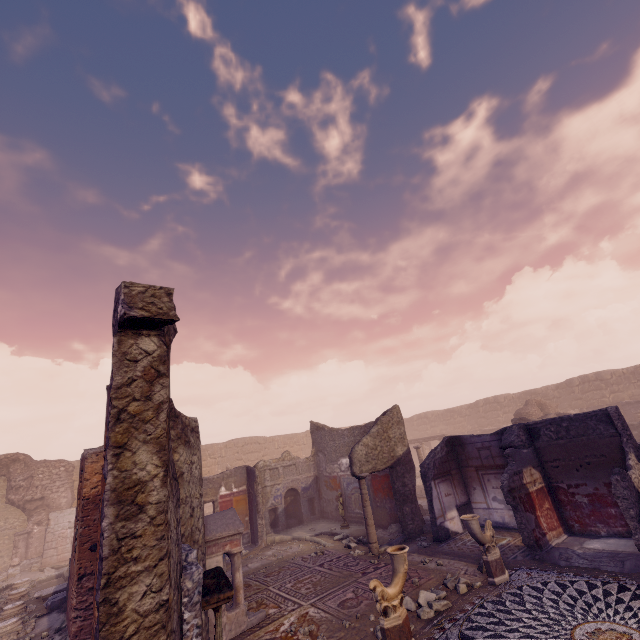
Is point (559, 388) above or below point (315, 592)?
above

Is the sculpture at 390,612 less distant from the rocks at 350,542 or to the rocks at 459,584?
the rocks at 459,584

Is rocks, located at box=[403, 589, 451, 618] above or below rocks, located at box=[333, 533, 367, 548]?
below

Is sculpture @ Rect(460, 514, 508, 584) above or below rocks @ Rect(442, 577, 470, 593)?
Result: above

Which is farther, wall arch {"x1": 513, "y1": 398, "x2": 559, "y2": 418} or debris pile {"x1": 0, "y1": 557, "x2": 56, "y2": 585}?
wall arch {"x1": 513, "y1": 398, "x2": 559, "y2": 418}

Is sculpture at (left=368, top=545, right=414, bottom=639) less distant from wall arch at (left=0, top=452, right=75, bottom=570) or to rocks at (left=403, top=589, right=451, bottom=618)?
rocks at (left=403, top=589, right=451, bottom=618)

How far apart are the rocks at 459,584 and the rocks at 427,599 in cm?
26

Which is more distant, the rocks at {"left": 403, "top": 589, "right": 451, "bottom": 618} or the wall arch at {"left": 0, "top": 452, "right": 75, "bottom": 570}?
the wall arch at {"left": 0, "top": 452, "right": 75, "bottom": 570}
